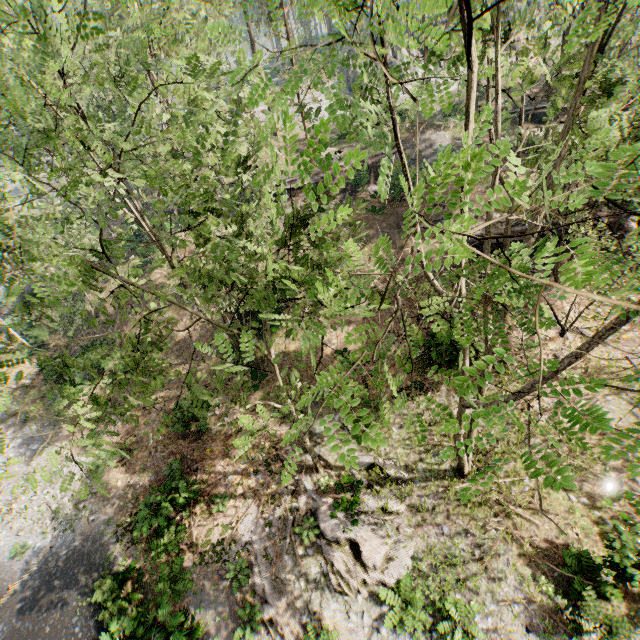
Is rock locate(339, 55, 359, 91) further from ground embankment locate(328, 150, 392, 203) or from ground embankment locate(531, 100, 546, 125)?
ground embankment locate(328, 150, 392, 203)

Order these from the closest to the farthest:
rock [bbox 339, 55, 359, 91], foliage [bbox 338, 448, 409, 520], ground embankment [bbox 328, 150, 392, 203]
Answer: foliage [bbox 338, 448, 409, 520] < ground embankment [bbox 328, 150, 392, 203] < rock [bbox 339, 55, 359, 91]

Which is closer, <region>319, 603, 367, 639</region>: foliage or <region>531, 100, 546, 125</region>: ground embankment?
<region>319, 603, 367, 639</region>: foliage

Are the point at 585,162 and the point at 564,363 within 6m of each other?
yes

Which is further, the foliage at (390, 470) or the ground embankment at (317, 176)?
the ground embankment at (317, 176)

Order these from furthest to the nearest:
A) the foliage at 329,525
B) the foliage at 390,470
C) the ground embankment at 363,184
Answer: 1. the ground embankment at 363,184
2. the foliage at 329,525
3. the foliage at 390,470

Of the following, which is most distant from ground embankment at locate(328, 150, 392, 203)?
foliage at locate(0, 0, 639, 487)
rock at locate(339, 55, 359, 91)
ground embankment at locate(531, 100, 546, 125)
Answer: rock at locate(339, 55, 359, 91)

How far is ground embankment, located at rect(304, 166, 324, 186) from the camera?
28.7m
